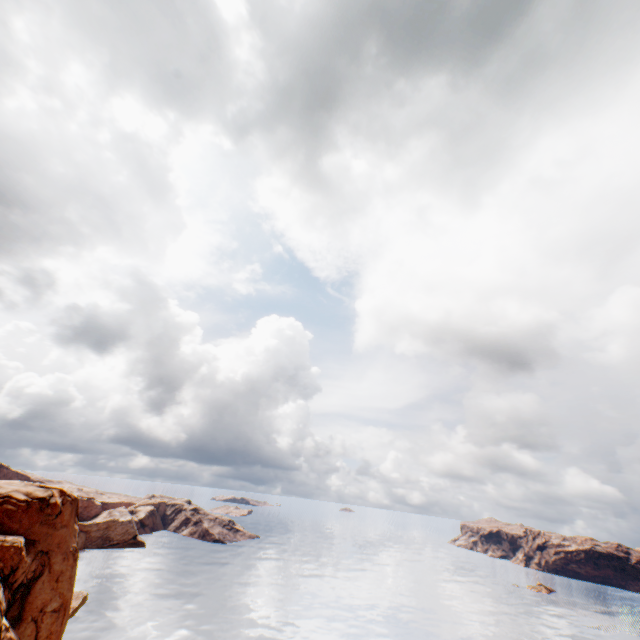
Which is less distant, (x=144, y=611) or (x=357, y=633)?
(x=144, y=611)
